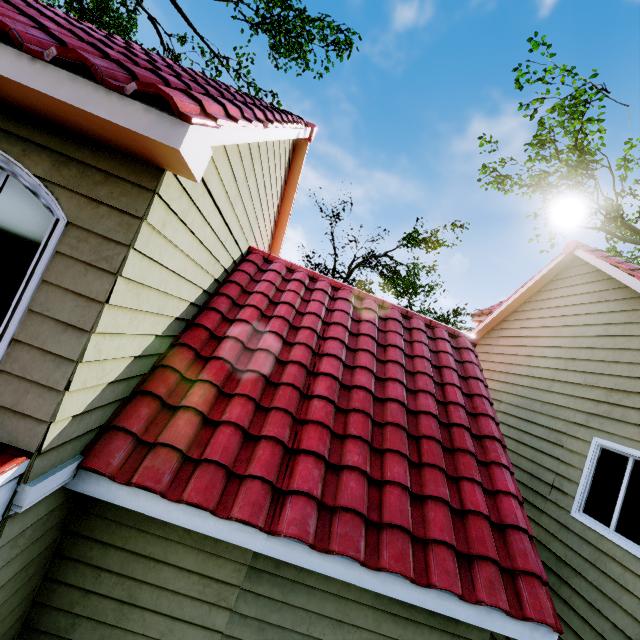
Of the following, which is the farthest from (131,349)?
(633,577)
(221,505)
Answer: (633,577)
